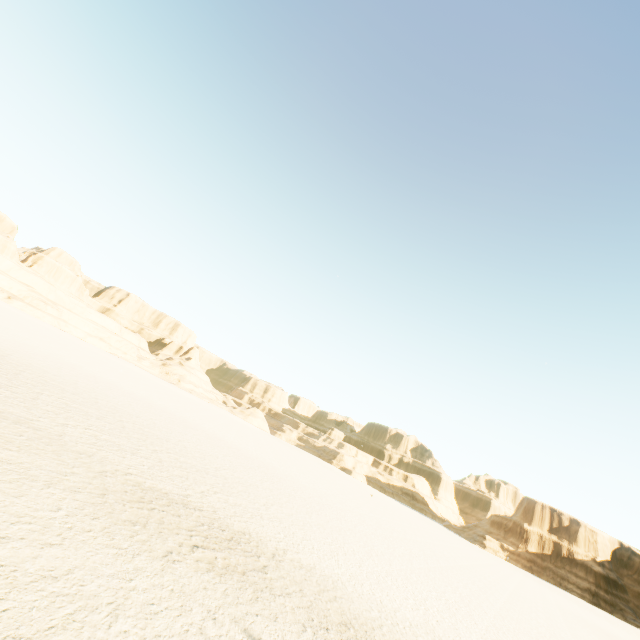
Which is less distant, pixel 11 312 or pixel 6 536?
pixel 6 536
